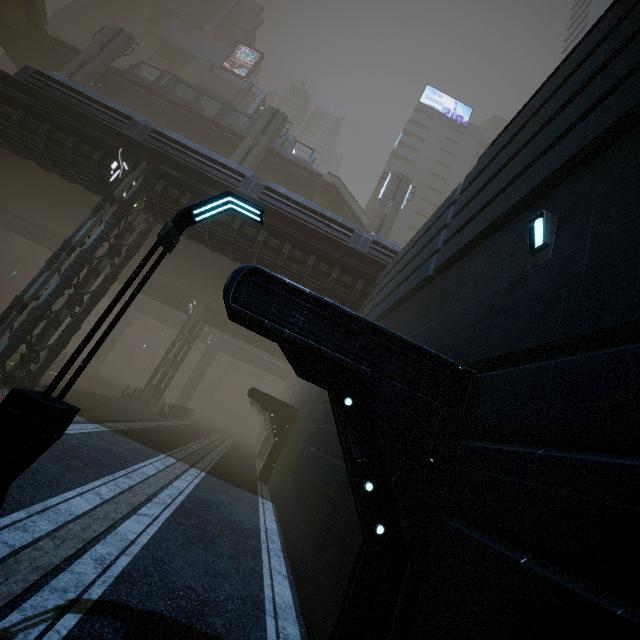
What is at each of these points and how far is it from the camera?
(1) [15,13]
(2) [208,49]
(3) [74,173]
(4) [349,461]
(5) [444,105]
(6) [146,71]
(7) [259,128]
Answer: (1) stairs, 30.0m
(2) building, 54.0m
(3) building, 15.9m
(4) building, 4.0m
(5) sign, 58.7m
(6) building, 52.0m
(7) sm, 30.6m

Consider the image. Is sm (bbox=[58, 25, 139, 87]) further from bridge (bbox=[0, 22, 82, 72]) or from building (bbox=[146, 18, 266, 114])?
building (bbox=[146, 18, 266, 114])

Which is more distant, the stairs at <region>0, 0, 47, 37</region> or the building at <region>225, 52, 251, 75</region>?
the building at <region>225, 52, 251, 75</region>

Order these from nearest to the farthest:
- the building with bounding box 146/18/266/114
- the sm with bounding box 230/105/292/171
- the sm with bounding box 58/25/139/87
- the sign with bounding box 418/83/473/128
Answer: the sm with bounding box 58/25/139/87, the sm with bounding box 230/105/292/171, the building with bounding box 146/18/266/114, the sign with bounding box 418/83/473/128

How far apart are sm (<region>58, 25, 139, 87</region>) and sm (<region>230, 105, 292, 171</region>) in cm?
1291

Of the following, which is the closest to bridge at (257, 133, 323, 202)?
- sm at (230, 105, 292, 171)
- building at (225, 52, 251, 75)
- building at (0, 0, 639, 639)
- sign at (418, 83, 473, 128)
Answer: sm at (230, 105, 292, 171)

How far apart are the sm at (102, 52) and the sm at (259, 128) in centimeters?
1291cm

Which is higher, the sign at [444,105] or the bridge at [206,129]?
the sign at [444,105]
